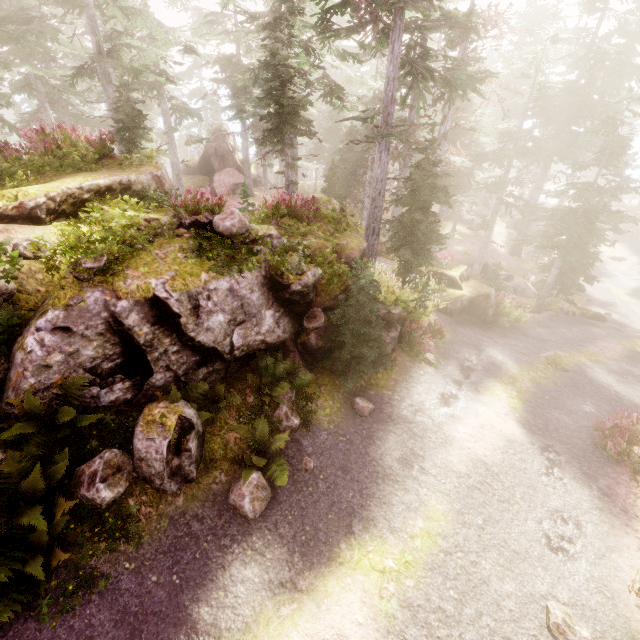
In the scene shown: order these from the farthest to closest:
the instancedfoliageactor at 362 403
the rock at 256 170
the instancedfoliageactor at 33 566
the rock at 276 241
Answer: the rock at 256 170 → the instancedfoliageactor at 362 403 → the rock at 276 241 → the instancedfoliageactor at 33 566

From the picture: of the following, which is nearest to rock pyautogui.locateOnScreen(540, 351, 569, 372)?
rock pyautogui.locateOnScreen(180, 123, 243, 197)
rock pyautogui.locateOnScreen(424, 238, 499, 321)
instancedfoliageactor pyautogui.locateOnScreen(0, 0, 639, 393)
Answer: instancedfoliageactor pyautogui.locateOnScreen(0, 0, 639, 393)

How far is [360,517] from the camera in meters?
7.0

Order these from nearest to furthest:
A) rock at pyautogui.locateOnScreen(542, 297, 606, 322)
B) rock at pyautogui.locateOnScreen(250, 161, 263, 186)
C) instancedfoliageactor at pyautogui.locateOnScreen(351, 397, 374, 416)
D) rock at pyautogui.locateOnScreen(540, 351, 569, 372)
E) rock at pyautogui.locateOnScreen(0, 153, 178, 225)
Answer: rock at pyautogui.locateOnScreen(0, 153, 178, 225)
instancedfoliageactor at pyautogui.locateOnScreen(351, 397, 374, 416)
rock at pyautogui.locateOnScreen(540, 351, 569, 372)
rock at pyautogui.locateOnScreen(542, 297, 606, 322)
rock at pyautogui.locateOnScreen(250, 161, 263, 186)

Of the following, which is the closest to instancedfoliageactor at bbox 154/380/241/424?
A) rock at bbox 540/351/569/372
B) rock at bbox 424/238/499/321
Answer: rock at bbox 424/238/499/321

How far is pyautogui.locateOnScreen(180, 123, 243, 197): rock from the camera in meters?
38.0

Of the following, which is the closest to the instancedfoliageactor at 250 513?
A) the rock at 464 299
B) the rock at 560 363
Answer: the rock at 464 299
